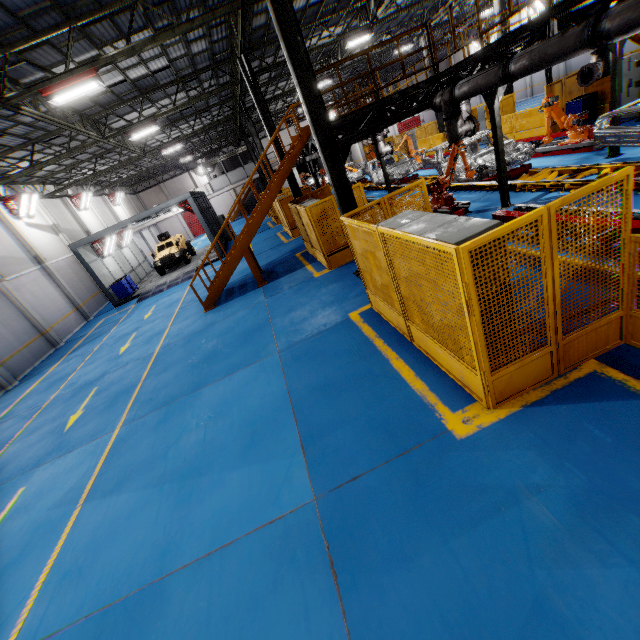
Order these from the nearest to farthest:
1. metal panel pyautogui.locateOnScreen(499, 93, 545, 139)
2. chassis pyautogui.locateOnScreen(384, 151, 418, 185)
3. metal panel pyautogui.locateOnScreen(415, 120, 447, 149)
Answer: metal panel pyautogui.locateOnScreen(499, 93, 545, 139), chassis pyautogui.locateOnScreen(384, 151, 418, 185), metal panel pyautogui.locateOnScreen(415, 120, 447, 149)

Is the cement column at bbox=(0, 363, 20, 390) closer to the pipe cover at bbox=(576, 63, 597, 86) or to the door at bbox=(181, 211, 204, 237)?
the pipe cover at bbox=(576, 63, 597, 86)

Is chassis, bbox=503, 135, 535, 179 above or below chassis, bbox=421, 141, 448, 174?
below

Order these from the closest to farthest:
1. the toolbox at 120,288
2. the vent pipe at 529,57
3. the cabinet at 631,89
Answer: the vent pipe at 529,57
the cabinet at 631,89
the toolbox at 120,288

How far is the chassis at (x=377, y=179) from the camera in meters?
20.2 m

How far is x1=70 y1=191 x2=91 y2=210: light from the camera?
26.1 meters

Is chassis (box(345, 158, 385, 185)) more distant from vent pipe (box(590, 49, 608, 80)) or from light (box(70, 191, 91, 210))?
light (box(70, 191, 91, 210))

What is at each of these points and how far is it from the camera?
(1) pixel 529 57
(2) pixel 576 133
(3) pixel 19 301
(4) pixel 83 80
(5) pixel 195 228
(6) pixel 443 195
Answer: (1) vent pipe, 6.63m
(2) robot arm, 11.55m
(3) cement column, 16.20m
(4) light, 9.27m
(5) door, 46.44m
(6) robot arm, 10.91m
